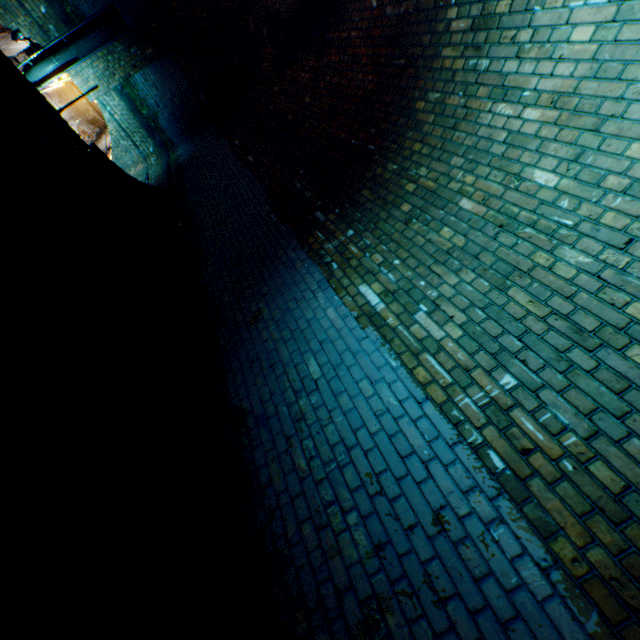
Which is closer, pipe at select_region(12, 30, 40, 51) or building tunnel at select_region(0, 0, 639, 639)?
building tunnel at select_region(0, 0, 639, 639)

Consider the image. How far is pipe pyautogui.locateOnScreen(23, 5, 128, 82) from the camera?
7.95m

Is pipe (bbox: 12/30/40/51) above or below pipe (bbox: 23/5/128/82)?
above

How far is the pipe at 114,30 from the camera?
7.9m

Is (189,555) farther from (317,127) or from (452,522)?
(317,127)

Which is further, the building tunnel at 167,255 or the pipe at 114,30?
the pipe at 114,30
